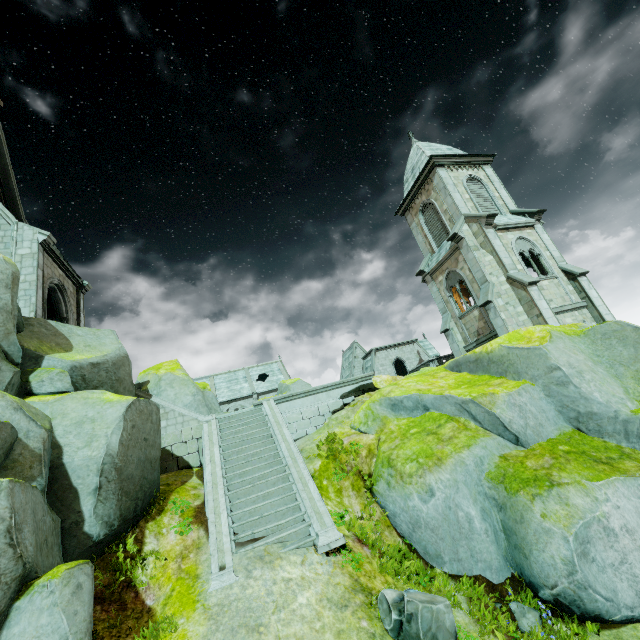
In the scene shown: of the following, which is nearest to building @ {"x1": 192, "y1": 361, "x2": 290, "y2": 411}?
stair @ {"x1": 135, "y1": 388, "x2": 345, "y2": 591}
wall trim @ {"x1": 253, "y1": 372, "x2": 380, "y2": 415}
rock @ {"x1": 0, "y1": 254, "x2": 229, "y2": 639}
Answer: rock @ {"x1": 0, "y1": 254, "x2": 229, "y2": 639}

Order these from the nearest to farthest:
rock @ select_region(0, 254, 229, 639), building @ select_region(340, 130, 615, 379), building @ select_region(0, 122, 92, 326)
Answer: rock @ select_region(0, 254, 229, 639)
building @ select_region(0, 122, 92, 326)
building @ select_region(340, 130, 615, 379)

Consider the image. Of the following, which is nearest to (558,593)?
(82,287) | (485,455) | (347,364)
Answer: (485,455)

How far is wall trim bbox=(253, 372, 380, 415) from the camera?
14.8m

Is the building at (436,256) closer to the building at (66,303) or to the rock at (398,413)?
the rock at (398,413)

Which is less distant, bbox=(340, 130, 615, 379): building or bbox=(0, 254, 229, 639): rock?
bbox=(0, 254, 229, 639): rock

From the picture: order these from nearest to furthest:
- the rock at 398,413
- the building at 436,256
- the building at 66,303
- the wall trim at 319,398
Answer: the rock at 398,413, the building at 66,303, the wall trim at 319,398, the building at 436,256

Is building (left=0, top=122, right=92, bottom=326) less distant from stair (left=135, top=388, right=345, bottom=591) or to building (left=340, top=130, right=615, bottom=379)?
stair (left=135, top=388, right=345, bottom=591)
